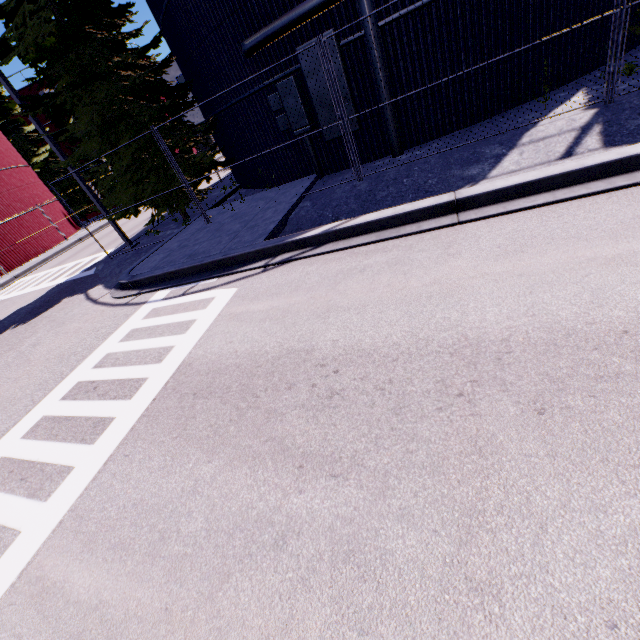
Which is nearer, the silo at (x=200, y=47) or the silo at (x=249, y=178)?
the silo at (x=200, y=47)

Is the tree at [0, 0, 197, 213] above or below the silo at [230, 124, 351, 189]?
above

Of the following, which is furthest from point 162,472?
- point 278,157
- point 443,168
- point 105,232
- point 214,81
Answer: point 105,232

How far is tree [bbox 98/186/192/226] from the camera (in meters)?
11.30

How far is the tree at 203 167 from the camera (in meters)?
11.40
